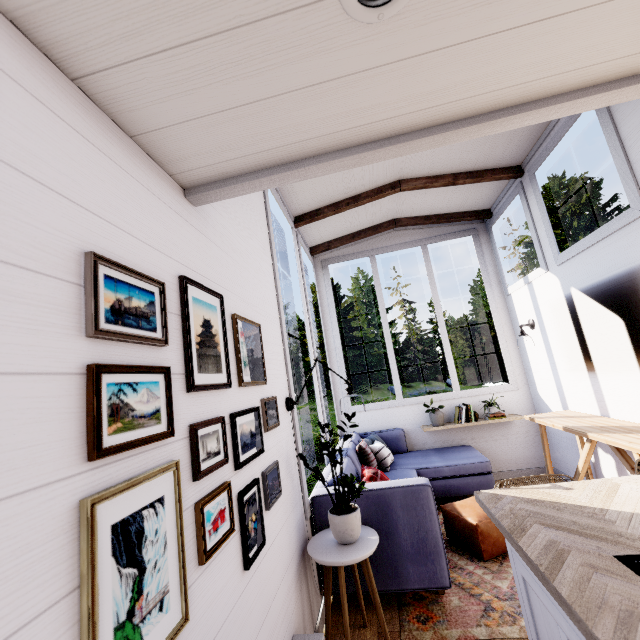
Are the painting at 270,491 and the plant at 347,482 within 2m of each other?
yes

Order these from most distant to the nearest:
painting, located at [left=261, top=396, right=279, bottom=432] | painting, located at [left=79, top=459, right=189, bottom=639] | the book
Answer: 1. the book
2. painting, located at [left=261, top=396, right=279, bottom=432]
3. painting, located at [left=79, top=459, right=189, bottom=639]

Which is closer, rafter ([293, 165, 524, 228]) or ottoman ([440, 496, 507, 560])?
ottoman ([440, 496, 507, 560])

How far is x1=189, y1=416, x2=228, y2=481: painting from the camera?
1.12m

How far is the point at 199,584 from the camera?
1.0m

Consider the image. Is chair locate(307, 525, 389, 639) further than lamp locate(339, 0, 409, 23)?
Yes

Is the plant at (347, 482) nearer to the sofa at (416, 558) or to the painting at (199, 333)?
the sofa at (416, 558)

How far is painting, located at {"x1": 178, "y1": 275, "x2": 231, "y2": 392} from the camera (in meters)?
1.20
